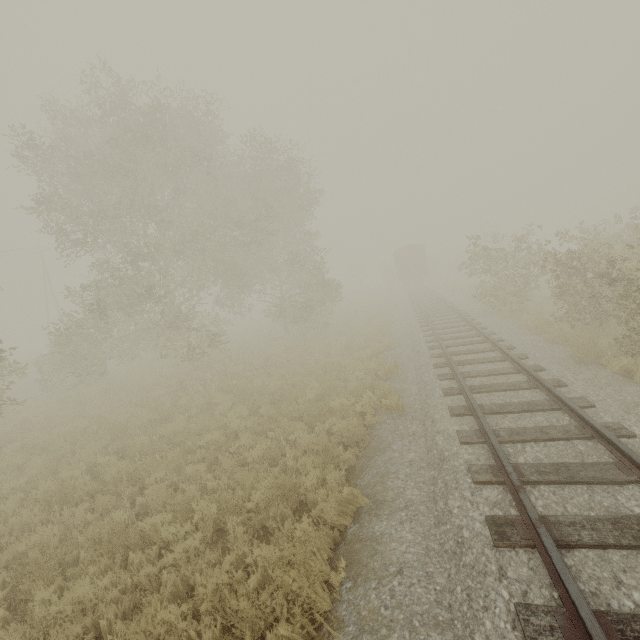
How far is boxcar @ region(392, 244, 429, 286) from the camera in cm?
3678

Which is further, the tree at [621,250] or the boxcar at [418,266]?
the boxcar at [418,266]

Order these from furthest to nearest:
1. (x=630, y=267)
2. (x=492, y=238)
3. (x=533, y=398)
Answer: (x=492, y=238), (x=630, y=267), (x=533, y=398)

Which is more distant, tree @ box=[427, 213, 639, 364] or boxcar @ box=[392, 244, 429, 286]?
boxcar @ box=[392, 244, 429, 286]

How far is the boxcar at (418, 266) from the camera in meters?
36.8
